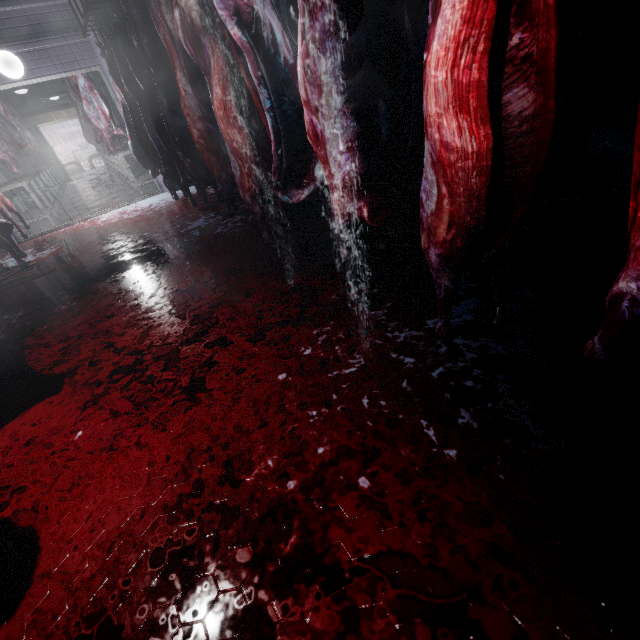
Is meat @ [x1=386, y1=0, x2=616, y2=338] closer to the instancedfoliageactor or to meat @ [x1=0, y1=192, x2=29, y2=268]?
meat @ [x1=0, y1=192, x2=29, y2=268]

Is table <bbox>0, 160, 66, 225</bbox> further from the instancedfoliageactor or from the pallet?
the pallet

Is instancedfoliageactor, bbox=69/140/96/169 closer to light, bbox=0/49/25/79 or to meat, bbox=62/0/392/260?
light, bbox=0/49/25/79

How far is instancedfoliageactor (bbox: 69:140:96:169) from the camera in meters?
19.0

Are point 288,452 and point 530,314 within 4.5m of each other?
yes

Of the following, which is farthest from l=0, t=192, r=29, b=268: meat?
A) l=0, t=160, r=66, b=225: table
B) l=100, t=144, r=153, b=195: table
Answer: l=100, t=144, r=153, b=195: table

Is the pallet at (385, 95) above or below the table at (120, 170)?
above

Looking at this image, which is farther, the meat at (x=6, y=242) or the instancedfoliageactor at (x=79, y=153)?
the instancedfoliageactor at (x=79, y=153)
